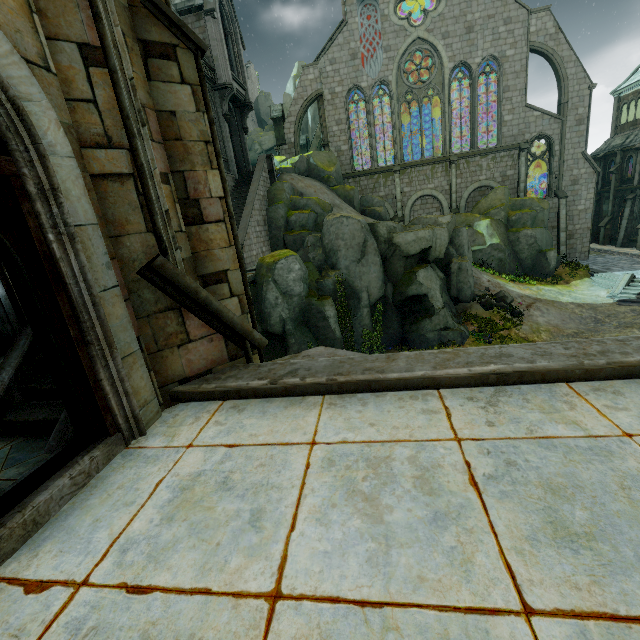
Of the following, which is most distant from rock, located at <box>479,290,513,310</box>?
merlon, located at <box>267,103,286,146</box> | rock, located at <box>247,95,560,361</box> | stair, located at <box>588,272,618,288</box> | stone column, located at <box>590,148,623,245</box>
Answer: merlon, located at <box>267,103,286,146</box>

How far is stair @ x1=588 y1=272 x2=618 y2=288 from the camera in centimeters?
2270cm

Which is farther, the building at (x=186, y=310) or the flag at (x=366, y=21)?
the flag at (x=366, y=21)

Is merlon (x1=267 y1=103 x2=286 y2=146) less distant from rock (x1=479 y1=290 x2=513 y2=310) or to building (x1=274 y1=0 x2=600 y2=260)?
building (x1=274 y1=0 x2=600 y2=260)

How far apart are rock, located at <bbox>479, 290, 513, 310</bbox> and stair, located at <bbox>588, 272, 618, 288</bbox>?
7.4m

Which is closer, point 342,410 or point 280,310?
point 342,410

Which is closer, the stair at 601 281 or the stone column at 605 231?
the stair at 601 281

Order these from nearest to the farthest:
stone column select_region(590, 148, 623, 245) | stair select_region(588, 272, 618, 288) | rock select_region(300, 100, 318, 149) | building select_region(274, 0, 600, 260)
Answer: stair select_region(588, 272, 618, 288), building select_region(274, 0, 600, 260), stone column select_region(590, 148, 623, 245), rock select_region(300, 100, 318, 149)
